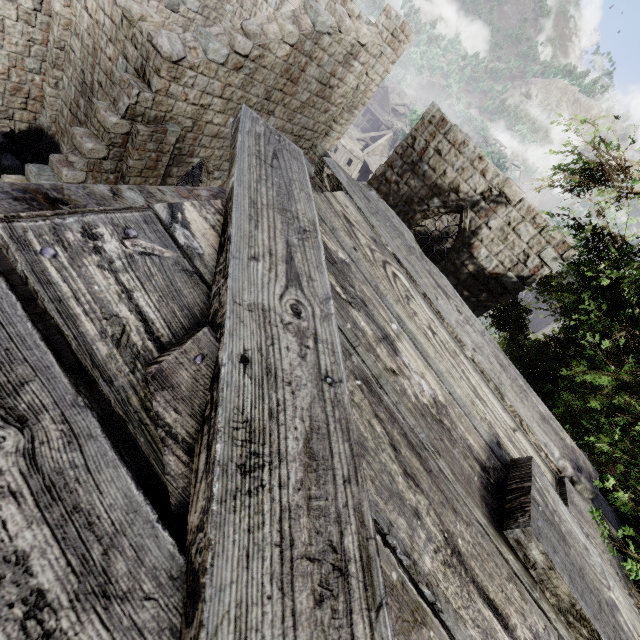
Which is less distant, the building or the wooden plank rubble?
the wooden plank rubble

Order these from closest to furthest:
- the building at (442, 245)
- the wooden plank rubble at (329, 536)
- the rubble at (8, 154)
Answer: the wooden plank rubble at (329, 536) → the building at (442, 245) → the rubble at (8, 154)

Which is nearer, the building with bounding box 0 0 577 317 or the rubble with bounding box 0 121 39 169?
the building with bounding box 0 0 577 317

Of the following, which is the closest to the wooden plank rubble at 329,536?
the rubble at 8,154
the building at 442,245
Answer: the building at 442,245

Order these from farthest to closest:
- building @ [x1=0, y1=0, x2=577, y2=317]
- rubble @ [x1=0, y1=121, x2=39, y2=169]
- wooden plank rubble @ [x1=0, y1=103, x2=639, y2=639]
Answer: rubble @ [x1=0, y1=121, x2=39, y2=169], building @ [x1=0, y1=0, x2=577, y2=317], wooden plank rubble @ [x1=0, y1=103, x2=639, y2=639]

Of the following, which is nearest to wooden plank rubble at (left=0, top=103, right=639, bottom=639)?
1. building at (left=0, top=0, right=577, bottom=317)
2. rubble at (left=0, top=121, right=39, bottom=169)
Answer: building at (left=0, top=0, right=577, bottom=317)

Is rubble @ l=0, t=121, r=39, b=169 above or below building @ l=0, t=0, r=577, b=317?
below

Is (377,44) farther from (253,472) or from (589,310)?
(253,472)
